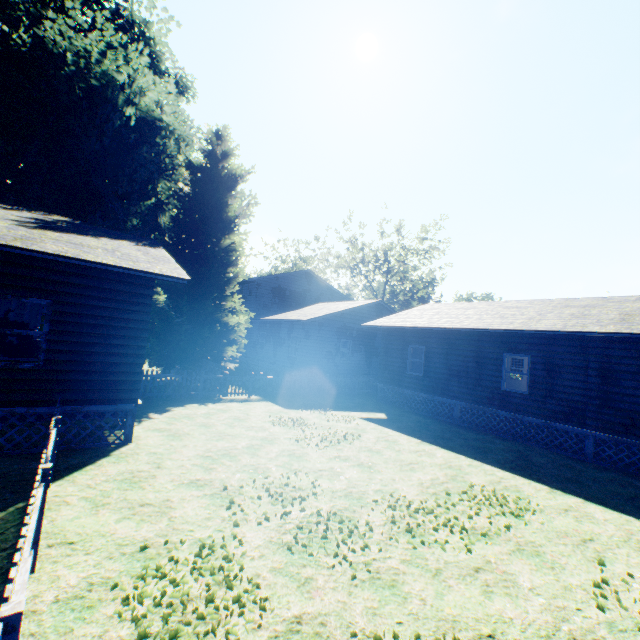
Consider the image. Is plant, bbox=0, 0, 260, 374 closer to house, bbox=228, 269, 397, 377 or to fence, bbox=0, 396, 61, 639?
fence, bbox=0, 396, 61, 639

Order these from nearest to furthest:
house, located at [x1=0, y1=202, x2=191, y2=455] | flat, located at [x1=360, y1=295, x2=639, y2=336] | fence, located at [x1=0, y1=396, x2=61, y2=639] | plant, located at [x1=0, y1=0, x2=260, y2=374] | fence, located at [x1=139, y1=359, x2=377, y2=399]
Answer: fence, located at [x1=0, y1=396, x2=61, y2=639], house, located at [x1=0, y1=202, x2=191, y2=455], flat, located at [x1=360, y1=295, x2=639, y2=336], fence, located at [x1=139, y1=359, x2=377, y2=399], plant, located at [x1=0, y1=0, x2=260, y2=374]

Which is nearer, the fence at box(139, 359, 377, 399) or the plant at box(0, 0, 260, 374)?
the fence at box(139, 359, 377, 399)

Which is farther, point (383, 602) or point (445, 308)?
point (445, 308)

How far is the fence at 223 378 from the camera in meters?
14.1 m

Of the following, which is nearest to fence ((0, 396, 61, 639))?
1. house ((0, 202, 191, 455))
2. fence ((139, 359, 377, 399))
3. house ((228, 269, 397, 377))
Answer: house ((0, 202, 191, 455))

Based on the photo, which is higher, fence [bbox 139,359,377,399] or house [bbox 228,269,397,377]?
house [bbox 228,269,397,377]

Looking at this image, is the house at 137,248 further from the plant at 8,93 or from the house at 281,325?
the house at 281,325
